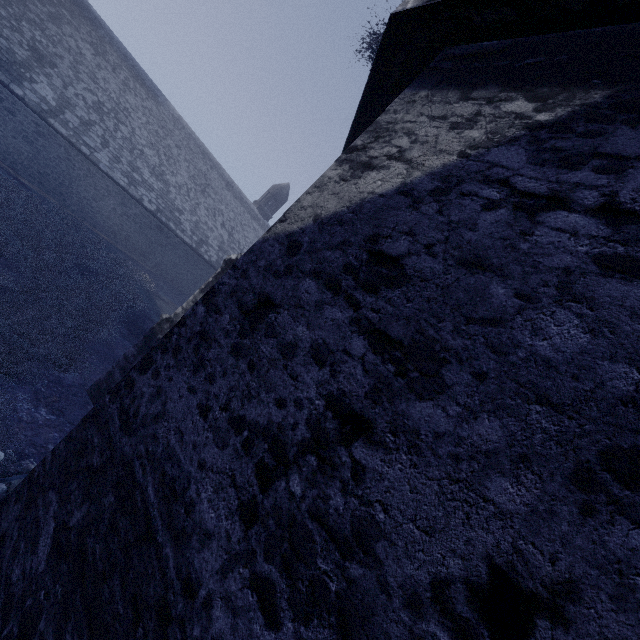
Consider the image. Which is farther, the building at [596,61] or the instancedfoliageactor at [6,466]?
the instancedfoliageactor at [6,466]

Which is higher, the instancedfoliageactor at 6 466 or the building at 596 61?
the building at 596 61

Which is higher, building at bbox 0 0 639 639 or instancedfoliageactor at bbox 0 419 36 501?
building at bbox 0 0 639 639

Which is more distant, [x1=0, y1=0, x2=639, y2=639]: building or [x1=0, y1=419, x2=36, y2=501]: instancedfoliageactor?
[x1=0, y1=419, x2=36, y2=501]: instancedfoliageactor

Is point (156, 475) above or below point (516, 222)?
below
